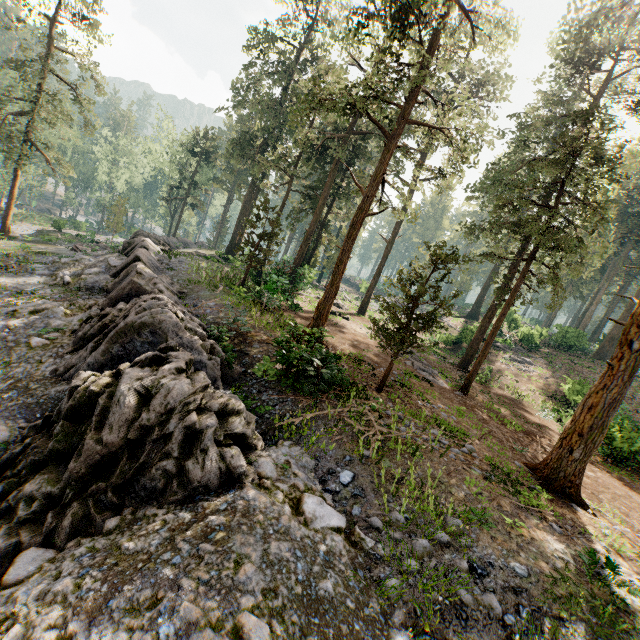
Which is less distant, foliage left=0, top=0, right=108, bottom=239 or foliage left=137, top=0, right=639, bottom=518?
foliage left=137, top=0, right=639, bottom=518

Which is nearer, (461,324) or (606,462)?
(606,462)

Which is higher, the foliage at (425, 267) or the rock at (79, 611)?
the foliage at (425, 267)

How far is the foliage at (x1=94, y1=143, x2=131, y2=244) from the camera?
43.2 meters

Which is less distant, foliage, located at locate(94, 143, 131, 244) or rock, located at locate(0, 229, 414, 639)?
rock, located at locate(0, 229, 414, 639)

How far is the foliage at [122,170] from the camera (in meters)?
43.25

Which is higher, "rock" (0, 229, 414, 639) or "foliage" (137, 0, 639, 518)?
"foliage" (137, 0, 639, 518)
